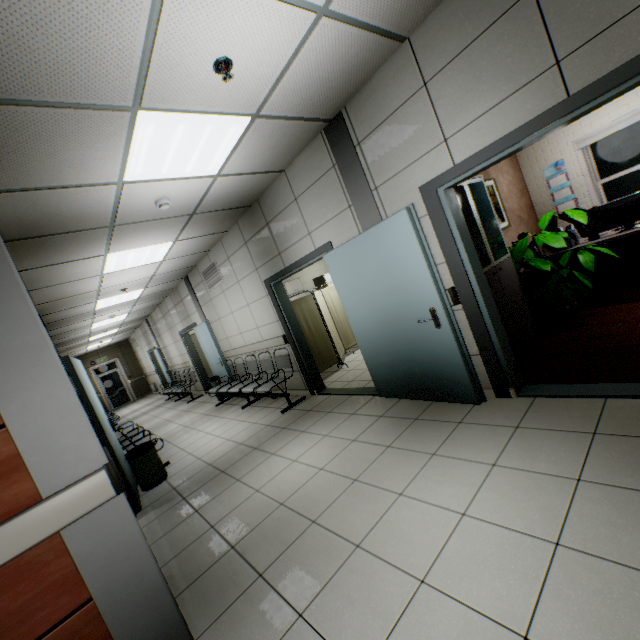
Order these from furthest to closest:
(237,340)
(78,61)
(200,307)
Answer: (200,307)
(237,340)
(78,61)

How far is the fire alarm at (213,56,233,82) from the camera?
2.11m

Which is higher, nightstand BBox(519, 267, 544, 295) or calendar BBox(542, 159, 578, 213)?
calendar BBox(542, 159, 578, 213)

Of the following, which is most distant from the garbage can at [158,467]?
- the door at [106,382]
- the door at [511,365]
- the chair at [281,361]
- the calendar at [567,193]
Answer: the door at [106,382]

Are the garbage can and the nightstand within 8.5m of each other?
yes

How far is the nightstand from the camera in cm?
504

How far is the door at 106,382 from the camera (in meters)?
16.73

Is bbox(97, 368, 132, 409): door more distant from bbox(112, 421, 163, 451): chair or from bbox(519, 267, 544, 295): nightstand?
bbox(519, 267, 544, 295): nightstand
